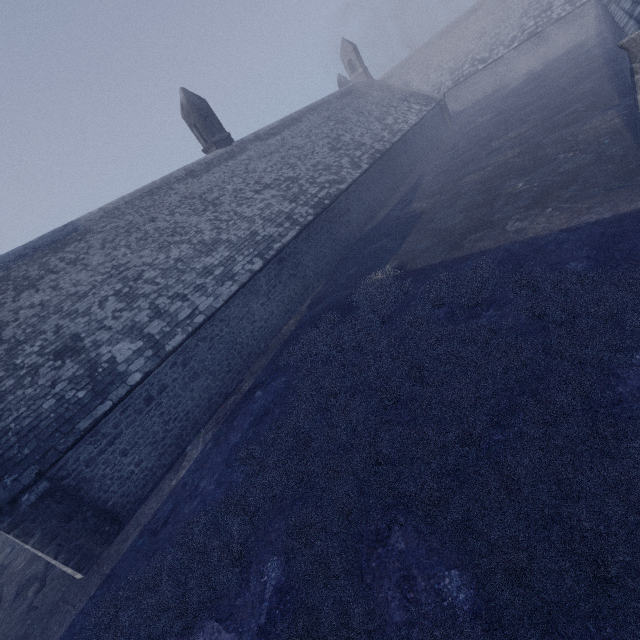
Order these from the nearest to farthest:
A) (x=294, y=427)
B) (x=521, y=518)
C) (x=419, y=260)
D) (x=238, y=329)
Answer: (x=521, y=518) < (x=294, y=427) < (x=419, y=260) < (x=238, y=329)
